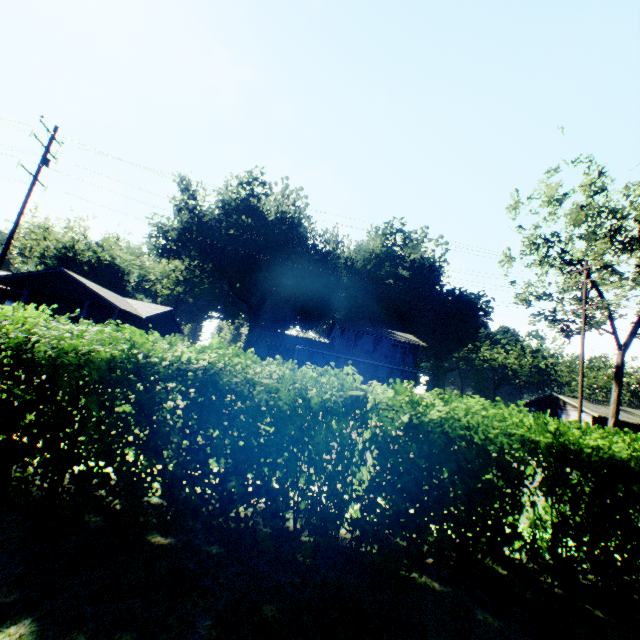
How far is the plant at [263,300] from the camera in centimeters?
4862cm

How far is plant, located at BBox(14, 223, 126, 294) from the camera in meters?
52.6 m

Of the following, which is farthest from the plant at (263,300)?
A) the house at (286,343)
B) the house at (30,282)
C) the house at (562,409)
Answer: the house at (562,409)

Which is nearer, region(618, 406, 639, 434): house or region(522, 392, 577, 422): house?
region(618, 406, 639, 434): house

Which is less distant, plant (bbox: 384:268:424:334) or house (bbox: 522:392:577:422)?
house (bbox: 522:392:577:422)

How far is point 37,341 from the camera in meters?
3.1

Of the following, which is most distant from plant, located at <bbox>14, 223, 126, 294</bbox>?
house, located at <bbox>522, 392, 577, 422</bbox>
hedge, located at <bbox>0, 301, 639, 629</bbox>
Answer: house, located at <bbox>522, 392, 577, 422</bbox>

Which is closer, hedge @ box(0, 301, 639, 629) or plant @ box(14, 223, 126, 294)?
hedge @ box(0, 301, 639, 629)
